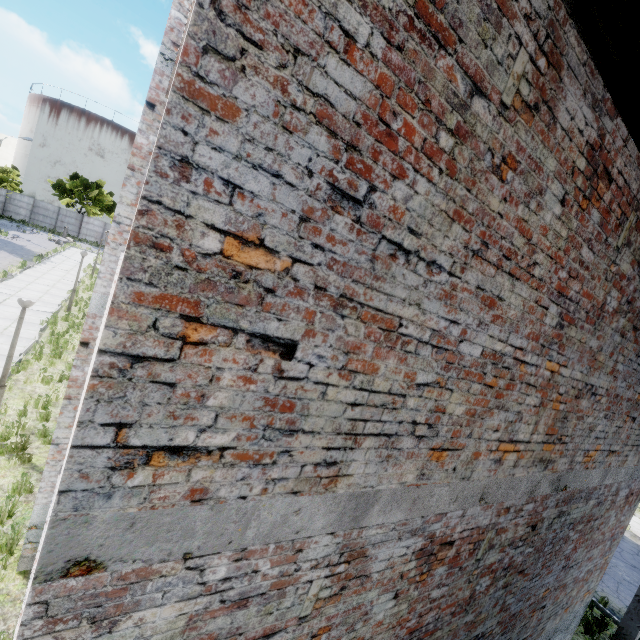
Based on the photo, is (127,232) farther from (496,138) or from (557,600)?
(557,600)
